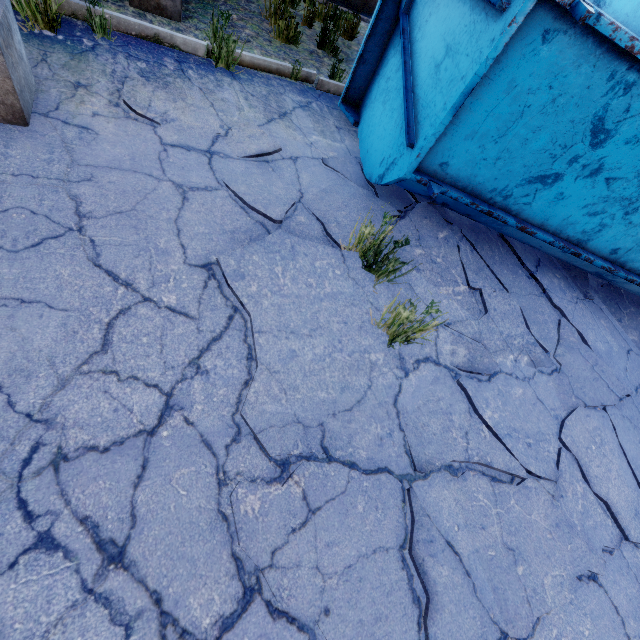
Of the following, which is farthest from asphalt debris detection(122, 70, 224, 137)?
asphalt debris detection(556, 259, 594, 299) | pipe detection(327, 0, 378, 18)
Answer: asphalt debris detection(556, 259, 594, 299)

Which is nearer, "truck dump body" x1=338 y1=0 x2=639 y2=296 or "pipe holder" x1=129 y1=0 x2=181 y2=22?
"truck dump body" x1=338 y1=0 x2=639 y2=296

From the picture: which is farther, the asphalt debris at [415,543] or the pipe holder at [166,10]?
the pipe holder at [166,10]

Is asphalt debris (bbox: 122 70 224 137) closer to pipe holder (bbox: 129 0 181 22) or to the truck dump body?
the truck dump body

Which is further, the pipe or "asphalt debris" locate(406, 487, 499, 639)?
the pipe

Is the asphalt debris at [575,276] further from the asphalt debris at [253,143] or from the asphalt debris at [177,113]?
the asphalt debris at [177,113]

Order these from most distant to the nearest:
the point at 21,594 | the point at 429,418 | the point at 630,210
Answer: the point at 630,210, the point at 429,418, the point at 21,594
